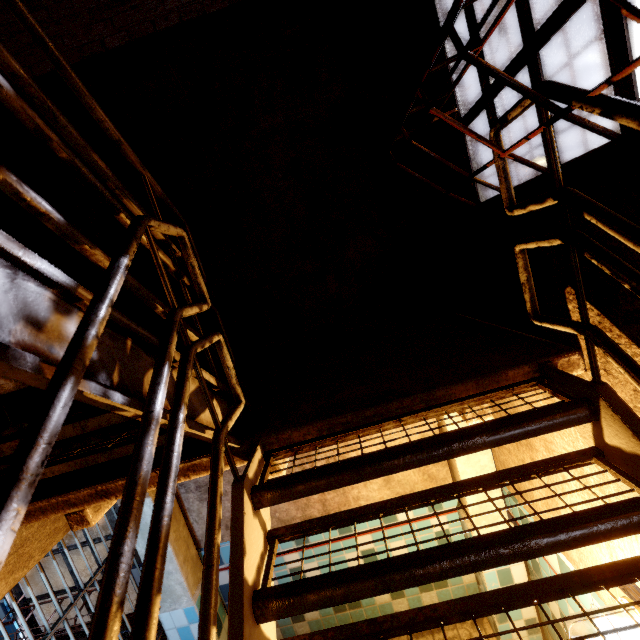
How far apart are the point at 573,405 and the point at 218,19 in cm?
352

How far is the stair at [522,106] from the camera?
1.1m

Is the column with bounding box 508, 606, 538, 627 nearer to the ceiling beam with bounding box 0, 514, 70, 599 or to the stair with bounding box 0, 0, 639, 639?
the stair with bounding box 0, 0, 639, 639

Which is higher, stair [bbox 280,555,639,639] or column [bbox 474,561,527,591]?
stair [bbox 280,555,639,639]

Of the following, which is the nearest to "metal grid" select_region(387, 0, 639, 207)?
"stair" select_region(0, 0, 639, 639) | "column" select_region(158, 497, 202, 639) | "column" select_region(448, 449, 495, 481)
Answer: "stair" select_region(0, 0, 639, 639)

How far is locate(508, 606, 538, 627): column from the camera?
2.8m

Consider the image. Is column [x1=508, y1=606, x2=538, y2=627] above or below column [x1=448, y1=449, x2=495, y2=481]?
below

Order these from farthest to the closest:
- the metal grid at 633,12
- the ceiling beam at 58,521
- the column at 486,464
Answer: the column at 486,464, the ceiling beam at 58,521, the metal grid at 633,12
